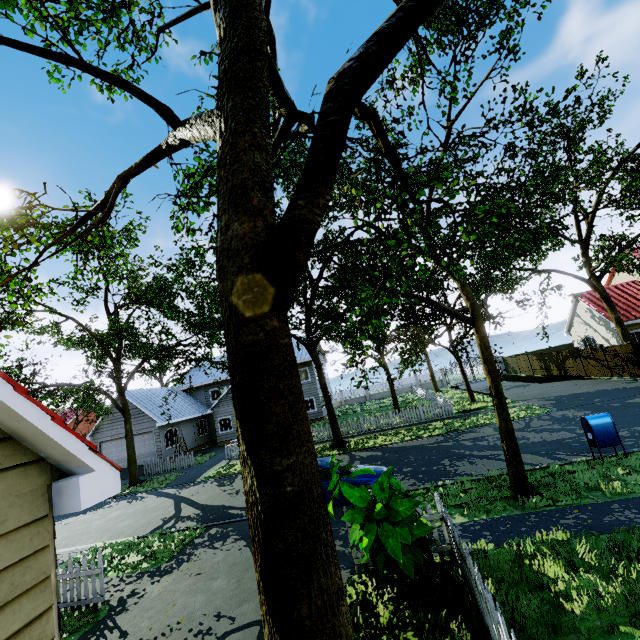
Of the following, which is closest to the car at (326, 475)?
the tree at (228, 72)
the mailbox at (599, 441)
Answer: the tree at (228, 72)

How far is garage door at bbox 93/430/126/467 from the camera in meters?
26.2

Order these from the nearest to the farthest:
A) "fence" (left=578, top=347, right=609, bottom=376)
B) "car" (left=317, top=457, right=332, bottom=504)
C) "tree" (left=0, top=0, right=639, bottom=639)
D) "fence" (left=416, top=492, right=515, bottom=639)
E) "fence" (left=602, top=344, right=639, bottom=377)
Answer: "tree" (left=0, top=0, right=639, bottom=639) < "fence" (left=416, top=492, right=515, bottom=639) < "car" (left=317, top=457, right=332, bottom=504) < "fence" (left=602, top=344, right=639, bottom=377) < "fence" (left=578, top=347, right=609, bottom=376)

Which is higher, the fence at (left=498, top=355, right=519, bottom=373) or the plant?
the fence at (left=498, top=355, right=519, bottom=373)

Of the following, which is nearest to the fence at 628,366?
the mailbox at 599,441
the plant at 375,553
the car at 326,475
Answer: the plant at 375,553

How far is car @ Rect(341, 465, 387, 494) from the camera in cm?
974

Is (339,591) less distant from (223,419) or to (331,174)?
(331,174)

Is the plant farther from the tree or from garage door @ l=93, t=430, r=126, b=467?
garage door @ l=93, t=430, r=126, b=467
